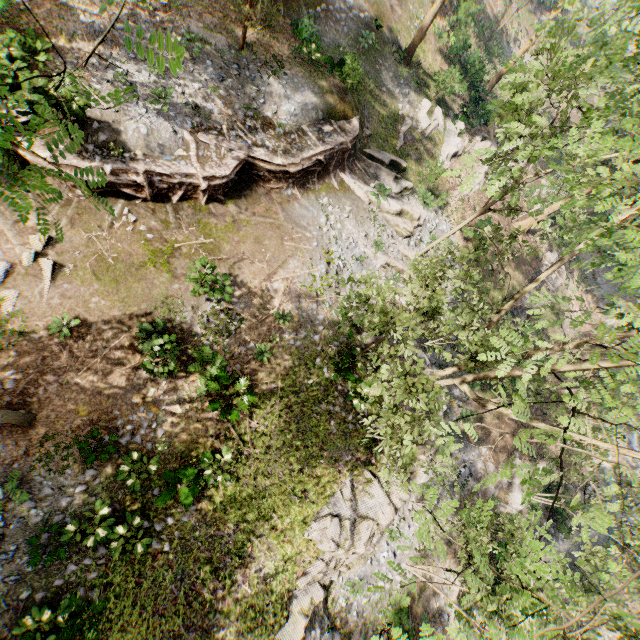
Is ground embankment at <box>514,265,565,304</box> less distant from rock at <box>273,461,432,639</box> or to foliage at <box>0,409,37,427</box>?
foliage at <box>0,409,37,427</box>

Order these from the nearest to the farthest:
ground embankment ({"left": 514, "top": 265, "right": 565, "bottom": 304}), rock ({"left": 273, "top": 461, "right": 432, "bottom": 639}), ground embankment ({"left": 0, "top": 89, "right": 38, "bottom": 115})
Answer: ground embankment ({"left": 0, "top": 89, "right": 38, "bottom": 115}) < rock ({"left": 273, "top": 461, "right": 432, "bottom": 639}) < ground embankment ({"left": 514, "top": 265, "right": 565, "bottom": 304})

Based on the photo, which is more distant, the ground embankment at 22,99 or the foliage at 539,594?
the ground embankment at 22,99

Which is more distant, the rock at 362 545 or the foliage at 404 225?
the foliage at 404 225

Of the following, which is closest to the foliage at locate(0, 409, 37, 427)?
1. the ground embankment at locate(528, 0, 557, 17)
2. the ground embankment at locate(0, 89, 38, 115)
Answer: the ground embankment at locate(0, 89, 38, 115)

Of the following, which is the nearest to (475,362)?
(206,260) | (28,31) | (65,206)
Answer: (206,260)

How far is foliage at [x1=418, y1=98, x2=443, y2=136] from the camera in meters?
24.8 m

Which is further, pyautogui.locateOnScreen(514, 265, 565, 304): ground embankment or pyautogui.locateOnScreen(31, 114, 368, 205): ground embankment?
pyautogui.locateOnScreen(514, 265, 565, 304): ground embankment
